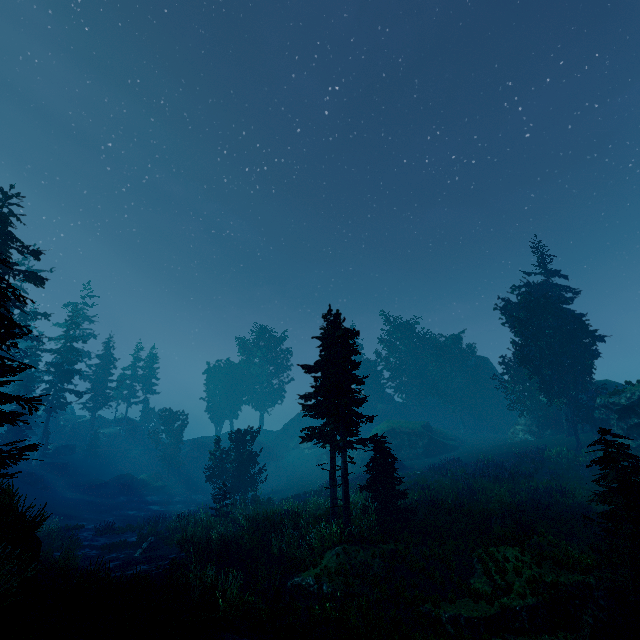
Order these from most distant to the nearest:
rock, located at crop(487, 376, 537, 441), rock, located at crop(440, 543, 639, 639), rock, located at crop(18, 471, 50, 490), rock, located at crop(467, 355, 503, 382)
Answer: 1. rock, located at crop(467, 355, 503, 382)
2. rock, located at crop(487, 376, 537, 441)
3. rock, located at crop(18, 471, 50, 490)
4. rock, located at crop(440, 543, 639, 639)

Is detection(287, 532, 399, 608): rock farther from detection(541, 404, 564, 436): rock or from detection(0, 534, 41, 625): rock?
detection(541, 404, 564, 436): rock

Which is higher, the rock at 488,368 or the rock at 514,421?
the rock at 488,368

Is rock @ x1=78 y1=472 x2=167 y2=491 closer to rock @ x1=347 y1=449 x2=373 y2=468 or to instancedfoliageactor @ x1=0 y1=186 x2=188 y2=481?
instancedfoliageactor @ x1=0 y1=186 x2=188 y2=481

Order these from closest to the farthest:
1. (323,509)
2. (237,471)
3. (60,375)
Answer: → (323,509) → (237,471) → (60,375)

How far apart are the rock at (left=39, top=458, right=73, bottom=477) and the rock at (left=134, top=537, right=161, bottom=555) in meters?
30.0 m

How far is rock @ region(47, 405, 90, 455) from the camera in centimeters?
4550cm

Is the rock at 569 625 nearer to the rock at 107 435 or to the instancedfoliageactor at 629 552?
the instancedfoliageactor at 629 552
